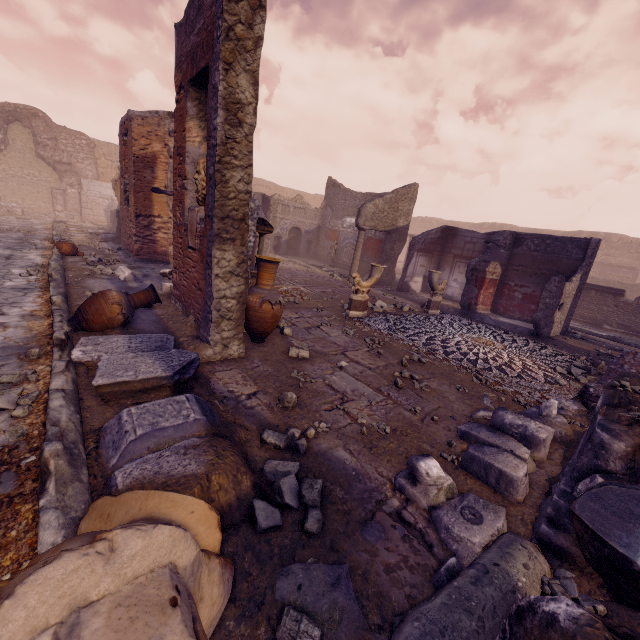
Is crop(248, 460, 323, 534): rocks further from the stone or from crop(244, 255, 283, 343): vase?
crop(244, 255, 283, 343): vase

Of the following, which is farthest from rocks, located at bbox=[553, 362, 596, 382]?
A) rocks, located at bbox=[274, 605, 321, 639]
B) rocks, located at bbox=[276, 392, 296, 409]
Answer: rocks, located at bbox=[274, 605, 321, 639]

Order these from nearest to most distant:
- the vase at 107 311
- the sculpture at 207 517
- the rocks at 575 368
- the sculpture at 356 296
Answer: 1. the sculpture at 207 517
2. the vase at 107 311
3. the rocks at 575 368
4. the sculpture at 356 296

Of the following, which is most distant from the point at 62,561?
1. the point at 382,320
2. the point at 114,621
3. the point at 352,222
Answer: the point at 352,222

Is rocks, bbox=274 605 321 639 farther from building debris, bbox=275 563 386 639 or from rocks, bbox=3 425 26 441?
rocks, bbox=3 425 26 441

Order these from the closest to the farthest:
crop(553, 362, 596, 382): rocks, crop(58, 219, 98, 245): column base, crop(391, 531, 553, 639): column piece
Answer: crop(391, 531, 553, 639): column piece, crop(553, 362, 596, 382): rocks, crop(58, 219, 98, 245): column base

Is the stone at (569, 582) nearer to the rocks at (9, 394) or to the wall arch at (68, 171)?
the rocks at (9, 394)

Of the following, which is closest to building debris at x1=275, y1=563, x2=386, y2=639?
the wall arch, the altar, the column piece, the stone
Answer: the column piece
